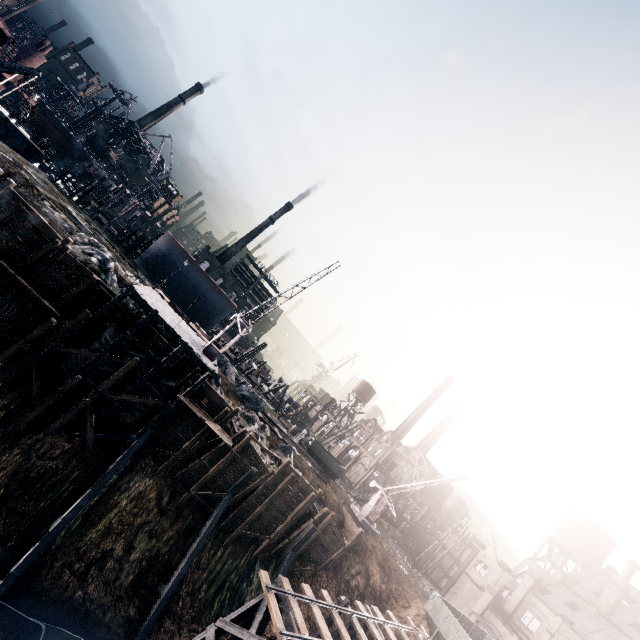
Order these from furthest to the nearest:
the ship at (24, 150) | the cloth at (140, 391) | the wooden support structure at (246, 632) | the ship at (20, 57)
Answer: the ship at (20, 57) → the ship at (24, 150) → the cloth at (140, 391) → the wooden support structure at (246, 632)

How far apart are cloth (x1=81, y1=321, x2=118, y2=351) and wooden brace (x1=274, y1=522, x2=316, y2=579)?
23.1m

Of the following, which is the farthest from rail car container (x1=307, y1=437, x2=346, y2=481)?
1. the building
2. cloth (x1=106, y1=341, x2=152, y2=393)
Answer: Answer: the building

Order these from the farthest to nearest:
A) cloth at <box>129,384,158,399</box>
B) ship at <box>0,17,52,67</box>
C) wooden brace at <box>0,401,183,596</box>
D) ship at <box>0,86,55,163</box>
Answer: ship at <box>0,17,52,67</box>, ship at <box>0,86,55,163</box>, cloth at <box>129,384,158,399</box>, wooden brace at <box>0,401,183,596</box>

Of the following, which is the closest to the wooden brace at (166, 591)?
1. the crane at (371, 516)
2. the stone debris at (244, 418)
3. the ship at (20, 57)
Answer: the stone debris at (244, 418)

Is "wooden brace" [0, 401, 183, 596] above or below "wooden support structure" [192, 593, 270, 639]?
below

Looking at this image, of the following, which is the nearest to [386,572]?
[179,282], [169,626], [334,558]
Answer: [334,558]
